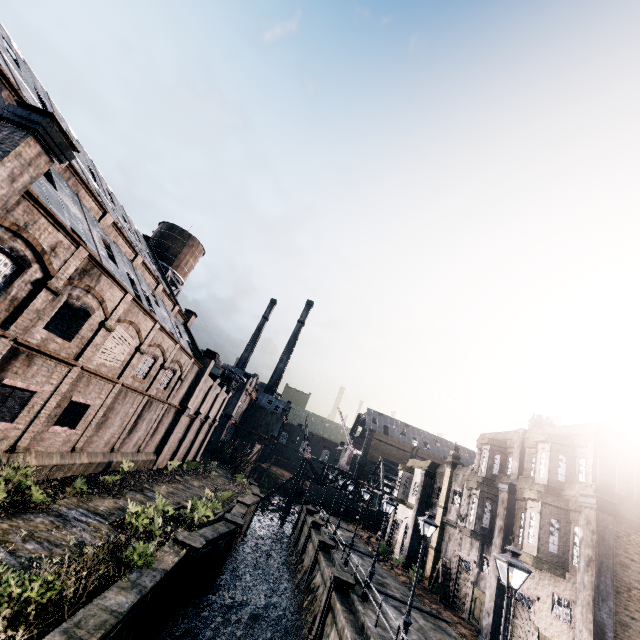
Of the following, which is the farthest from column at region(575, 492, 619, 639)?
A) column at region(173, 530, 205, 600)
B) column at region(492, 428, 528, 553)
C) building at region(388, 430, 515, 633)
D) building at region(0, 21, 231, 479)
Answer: building at region(0, 21, 231, 479)

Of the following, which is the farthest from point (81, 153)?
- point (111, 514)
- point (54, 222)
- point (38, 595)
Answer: point (38, 595)

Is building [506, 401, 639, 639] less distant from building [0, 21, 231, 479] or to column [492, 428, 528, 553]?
column [492, 428, 528, 553]

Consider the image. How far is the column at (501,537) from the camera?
21.99m

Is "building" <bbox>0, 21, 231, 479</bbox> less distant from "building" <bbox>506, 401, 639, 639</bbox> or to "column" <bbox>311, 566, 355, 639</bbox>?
"column" <bbox>311, 566, 355, 639</bbox>

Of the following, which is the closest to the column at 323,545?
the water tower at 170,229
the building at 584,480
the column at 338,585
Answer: the column at 338,585

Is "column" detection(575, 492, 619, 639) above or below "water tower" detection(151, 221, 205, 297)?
below

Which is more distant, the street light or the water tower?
the water tower
